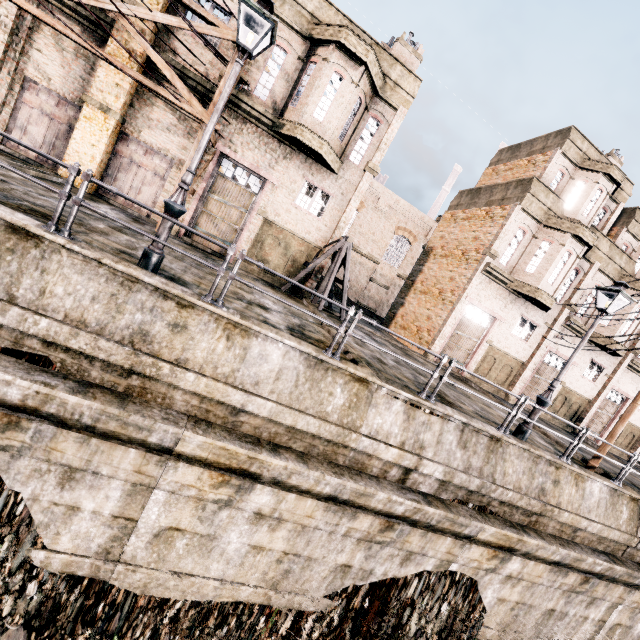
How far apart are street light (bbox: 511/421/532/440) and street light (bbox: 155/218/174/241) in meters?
11.3 m

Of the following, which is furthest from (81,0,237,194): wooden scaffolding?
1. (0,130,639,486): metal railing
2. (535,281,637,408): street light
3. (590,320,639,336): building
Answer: (590,320,639,336): building

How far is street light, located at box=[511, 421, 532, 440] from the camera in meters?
10.5

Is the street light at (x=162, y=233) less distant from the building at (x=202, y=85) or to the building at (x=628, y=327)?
the building at (x=202, y=85)

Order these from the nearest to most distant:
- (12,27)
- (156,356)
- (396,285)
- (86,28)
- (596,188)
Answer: (156,356), (12,27), (86,28), (596,188), (396,285)

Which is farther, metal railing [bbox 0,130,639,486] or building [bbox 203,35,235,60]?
building [bbox 203,35,235,60]

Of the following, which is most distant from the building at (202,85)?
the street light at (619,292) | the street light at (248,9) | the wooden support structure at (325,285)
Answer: the street light at (619,292)
